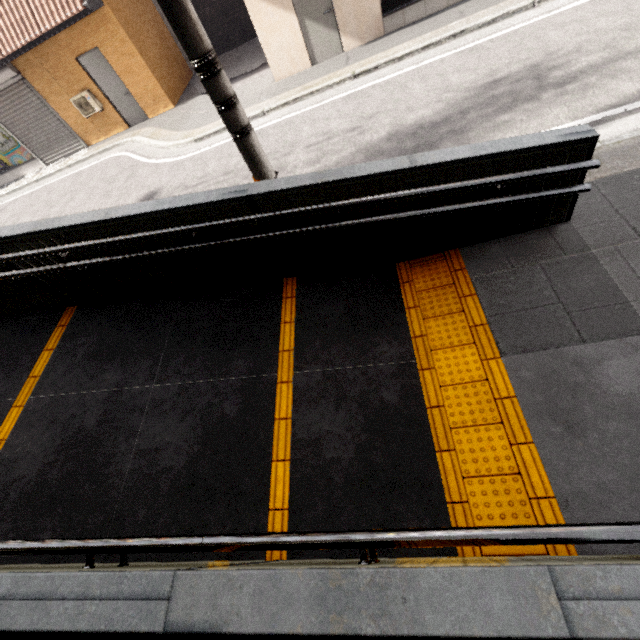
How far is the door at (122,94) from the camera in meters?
9.8

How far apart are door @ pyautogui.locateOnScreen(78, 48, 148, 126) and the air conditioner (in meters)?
0.29

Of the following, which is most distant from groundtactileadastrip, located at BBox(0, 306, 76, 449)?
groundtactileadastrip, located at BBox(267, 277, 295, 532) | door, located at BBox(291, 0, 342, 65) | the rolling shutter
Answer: the rolling shutter

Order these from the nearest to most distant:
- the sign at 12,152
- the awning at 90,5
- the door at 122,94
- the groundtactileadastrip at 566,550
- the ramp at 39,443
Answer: the ramp at 39,443 < the groundtactileadastrip at 566,550 < the awning at 90,5 < the door at 122,94 < the sign at 12,152

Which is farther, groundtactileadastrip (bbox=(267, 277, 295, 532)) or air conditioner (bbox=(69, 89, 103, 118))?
air conditioner (bbox=(69, 89, 103, 118))

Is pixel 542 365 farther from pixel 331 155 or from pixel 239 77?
pixel 239 77

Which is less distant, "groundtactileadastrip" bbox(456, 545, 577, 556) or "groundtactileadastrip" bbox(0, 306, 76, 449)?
"groundtactileadastrip" bbox(456, 545, 577, 556)

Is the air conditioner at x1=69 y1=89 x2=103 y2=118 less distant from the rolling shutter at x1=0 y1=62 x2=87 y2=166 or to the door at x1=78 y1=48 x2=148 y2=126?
the door at x1=78 y1=48 x2=148 y2=126
